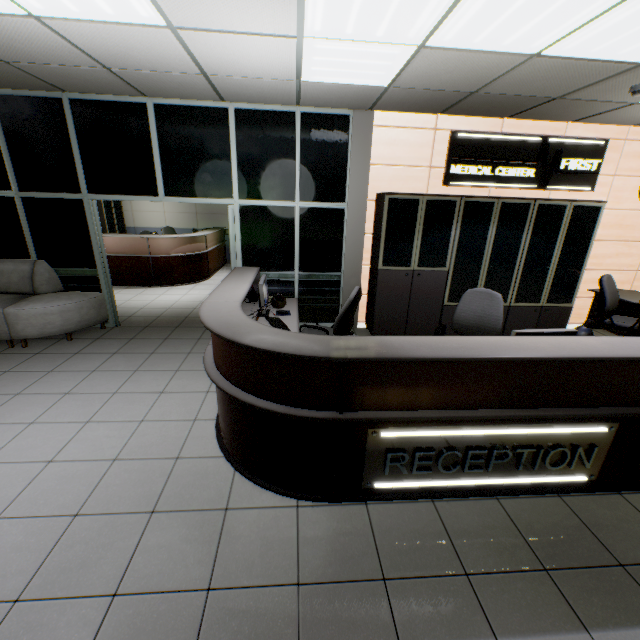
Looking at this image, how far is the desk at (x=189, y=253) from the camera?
7.4 meters

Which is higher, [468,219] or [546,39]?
[546,39]

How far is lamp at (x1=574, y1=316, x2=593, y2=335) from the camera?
2.50m

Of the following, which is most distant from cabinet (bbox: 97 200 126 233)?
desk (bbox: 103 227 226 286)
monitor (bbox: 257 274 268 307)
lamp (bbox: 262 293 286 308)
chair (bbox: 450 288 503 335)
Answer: chair (bbox: 450 288 503 335)

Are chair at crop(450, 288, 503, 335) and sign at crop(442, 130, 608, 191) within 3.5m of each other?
yes

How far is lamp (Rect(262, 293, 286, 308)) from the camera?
2.8 meters

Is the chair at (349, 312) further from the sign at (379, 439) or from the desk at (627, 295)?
the sign at (379, 439)

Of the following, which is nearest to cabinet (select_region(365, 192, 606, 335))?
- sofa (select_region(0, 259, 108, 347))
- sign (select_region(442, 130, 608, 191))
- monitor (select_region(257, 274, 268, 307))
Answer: sign (select_region(442, 130, 608, 191))
